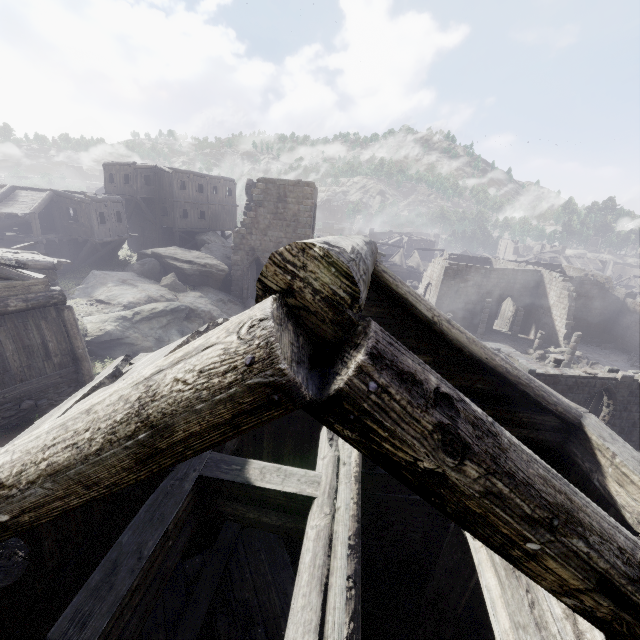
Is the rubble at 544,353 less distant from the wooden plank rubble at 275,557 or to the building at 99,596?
the building at 99,596

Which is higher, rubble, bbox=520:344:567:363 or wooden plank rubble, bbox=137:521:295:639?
wooden plank rubble, bbox=137:521:295:639

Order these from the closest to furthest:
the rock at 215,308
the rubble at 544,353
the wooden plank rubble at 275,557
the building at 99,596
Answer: the building at 99,596
the wooden plank rubble at 275,557
the rock at 215,308
the rubble at 544,353

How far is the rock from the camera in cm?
1513

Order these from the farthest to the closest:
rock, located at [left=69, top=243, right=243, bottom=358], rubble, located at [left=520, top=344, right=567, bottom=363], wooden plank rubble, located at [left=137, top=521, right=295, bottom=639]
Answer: rubble, located at [left=520, top=344, right=567, bottom=363] → rock, located at [left=69, top=243, right=243, bottom=358] → wooden plank rubble, located at [left=137, top=521, right=295, bottom=639]

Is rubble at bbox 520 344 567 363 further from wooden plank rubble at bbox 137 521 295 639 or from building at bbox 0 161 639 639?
wooden plank rubble at bbox 137 521 295 639

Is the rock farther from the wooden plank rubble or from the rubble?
the rubble

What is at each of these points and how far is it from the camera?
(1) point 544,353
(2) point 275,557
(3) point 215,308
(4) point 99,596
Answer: (1) rubble, 27.7m
(2) wooden plank rubble, 6.5m
(3) rock, 21.6m
(4) building, 2.8m
